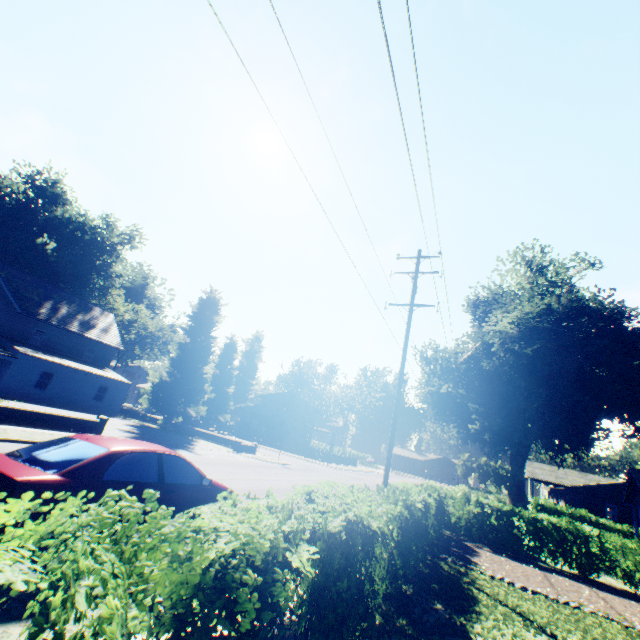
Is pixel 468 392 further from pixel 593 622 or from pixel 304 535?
pixel 304 535

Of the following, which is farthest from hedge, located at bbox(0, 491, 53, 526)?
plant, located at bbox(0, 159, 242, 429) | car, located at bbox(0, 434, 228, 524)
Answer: car, located at bbox(0, 434, 228, 524)

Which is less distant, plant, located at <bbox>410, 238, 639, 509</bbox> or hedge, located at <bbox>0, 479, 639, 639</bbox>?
hedge, located at <bbox>0, 479, 639, 639</bbox>

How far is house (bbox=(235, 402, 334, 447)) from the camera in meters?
51.2

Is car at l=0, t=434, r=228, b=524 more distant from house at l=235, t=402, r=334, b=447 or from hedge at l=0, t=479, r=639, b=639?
house at l=235, t=402, r=334, b=447

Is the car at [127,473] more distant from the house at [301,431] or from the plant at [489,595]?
the house at [301,431]

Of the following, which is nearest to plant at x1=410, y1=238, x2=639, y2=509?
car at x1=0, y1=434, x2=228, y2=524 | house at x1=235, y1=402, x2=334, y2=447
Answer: house at x1=235, y1=402, x2=334, y2=447

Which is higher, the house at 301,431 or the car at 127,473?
the house at 301,431
